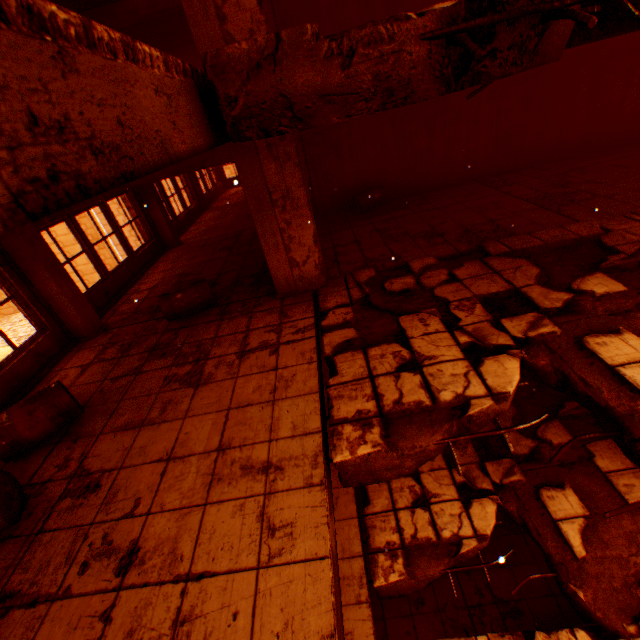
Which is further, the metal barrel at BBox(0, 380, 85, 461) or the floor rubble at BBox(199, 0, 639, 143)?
the metal barrel at BBox(0, 380, 85, 461)

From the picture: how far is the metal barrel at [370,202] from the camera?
8.9 meters

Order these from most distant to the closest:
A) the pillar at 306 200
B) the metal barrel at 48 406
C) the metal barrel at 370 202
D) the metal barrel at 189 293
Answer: the metal barrel at 370 202, the metal barrel at 189 293, the pillar at 306 200, the metal barrel at 48 406

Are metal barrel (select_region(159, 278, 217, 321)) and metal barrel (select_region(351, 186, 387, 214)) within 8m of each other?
yes

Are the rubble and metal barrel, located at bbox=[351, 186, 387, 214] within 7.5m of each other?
no

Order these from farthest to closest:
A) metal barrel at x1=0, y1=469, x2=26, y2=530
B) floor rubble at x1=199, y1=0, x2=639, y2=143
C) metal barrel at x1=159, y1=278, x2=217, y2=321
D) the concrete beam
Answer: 1. metal barrel at x1=159, y1=278, x2=217, y2=321
2. the concrete beam
3. metal barrel at x1=0, y1=469, x2=26, y2=530
4. floor rubble at x1=199, y1=0, x2=639, y2=143

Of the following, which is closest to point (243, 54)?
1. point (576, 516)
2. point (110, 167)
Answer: point (110, 167)

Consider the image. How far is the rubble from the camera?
6.3 meters
